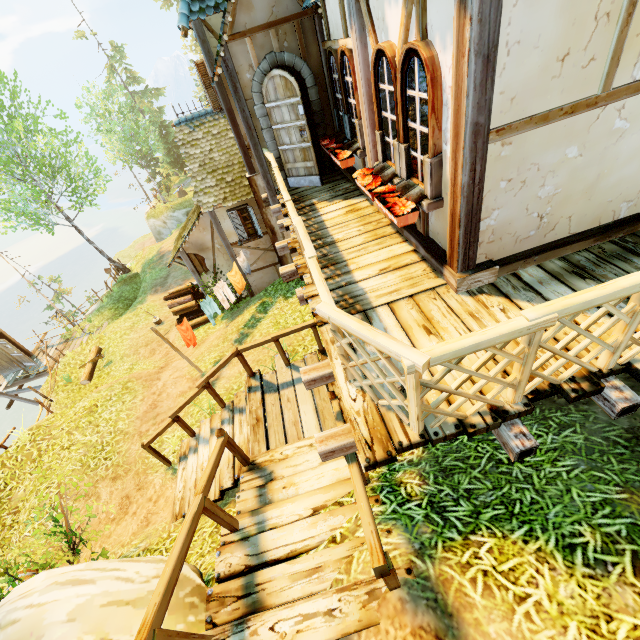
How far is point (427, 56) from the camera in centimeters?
300cm

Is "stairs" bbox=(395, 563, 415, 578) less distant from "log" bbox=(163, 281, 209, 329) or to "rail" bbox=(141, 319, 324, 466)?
"rail" bbox=(141, 319, 324, 466)

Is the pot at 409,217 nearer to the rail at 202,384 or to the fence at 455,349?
the fence at 455,349

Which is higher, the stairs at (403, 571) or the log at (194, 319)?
the stairs at (403, 571)

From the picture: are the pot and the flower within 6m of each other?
yes

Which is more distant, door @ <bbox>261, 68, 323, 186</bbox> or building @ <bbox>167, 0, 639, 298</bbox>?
door @ <bbox>261, 68, 323, 186</bbox>

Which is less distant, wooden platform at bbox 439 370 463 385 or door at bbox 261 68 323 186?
wooden platform at bbox 439 370 463 385

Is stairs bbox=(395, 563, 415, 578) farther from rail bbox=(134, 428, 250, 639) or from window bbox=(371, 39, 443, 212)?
window bbox=(371, 39, 443, 212)
